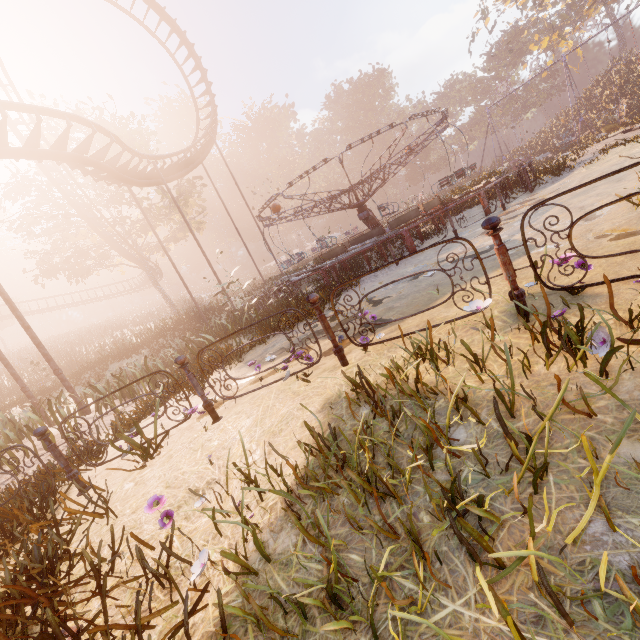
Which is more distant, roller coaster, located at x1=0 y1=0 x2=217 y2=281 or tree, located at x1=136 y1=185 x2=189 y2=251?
tree, located at x1=136 y1=185 x2=189 y2=251

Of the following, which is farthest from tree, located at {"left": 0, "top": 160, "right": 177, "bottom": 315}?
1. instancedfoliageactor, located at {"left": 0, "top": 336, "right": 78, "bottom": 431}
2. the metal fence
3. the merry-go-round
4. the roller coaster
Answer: the metal fence

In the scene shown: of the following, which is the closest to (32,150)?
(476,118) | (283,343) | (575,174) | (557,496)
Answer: (283,343)

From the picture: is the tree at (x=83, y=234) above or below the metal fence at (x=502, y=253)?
above

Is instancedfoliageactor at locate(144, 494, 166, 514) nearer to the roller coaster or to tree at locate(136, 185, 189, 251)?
the roller coaster

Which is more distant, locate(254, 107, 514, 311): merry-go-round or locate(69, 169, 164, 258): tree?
locate(69, 169, 164, 258): tree

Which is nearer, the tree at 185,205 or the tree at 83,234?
the tree at 83,234

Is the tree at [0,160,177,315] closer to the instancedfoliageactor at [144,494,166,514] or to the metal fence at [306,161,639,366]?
the metal fence at [306,161,639,366]
